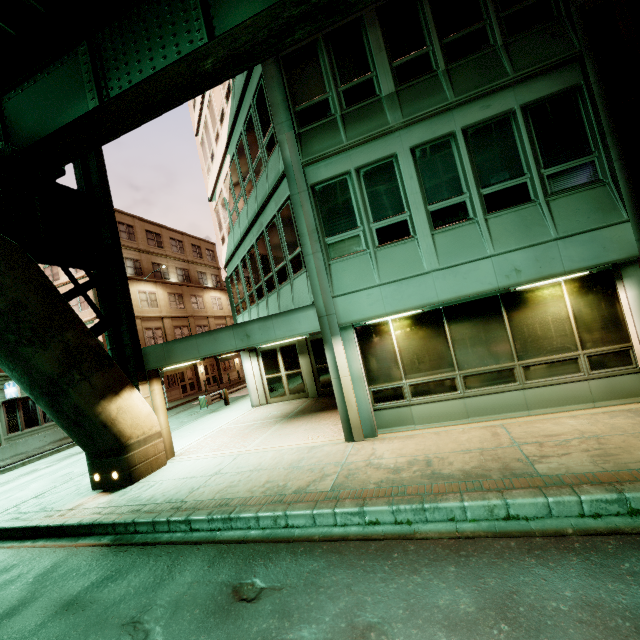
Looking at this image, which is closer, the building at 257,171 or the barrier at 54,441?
the building at 257,171

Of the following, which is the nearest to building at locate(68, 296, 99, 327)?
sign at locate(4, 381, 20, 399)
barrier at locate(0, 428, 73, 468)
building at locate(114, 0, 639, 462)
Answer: sign at locate(4, 381, 20, 399)

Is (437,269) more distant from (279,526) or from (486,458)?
(279,526)

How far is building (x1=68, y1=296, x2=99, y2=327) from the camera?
25.1m

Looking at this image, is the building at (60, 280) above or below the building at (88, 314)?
above

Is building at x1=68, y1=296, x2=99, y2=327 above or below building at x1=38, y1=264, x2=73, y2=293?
below
